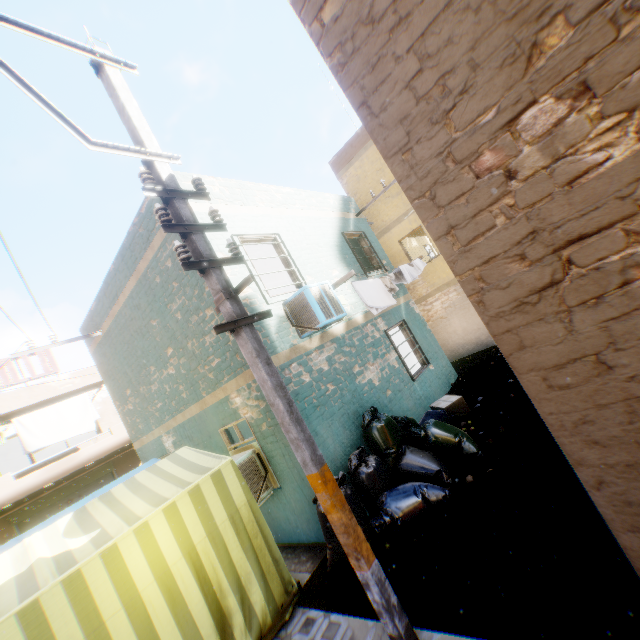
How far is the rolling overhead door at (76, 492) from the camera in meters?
11.8

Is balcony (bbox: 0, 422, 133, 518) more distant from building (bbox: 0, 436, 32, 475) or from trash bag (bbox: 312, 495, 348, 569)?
trash bag (bbox: 312, 495, 348, 569)

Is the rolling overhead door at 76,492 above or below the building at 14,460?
below

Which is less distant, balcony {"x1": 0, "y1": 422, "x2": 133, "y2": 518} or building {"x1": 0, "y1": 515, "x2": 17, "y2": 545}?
balcony {"x1": 0, "y1": 422, "x2": 133, "y2": 518}

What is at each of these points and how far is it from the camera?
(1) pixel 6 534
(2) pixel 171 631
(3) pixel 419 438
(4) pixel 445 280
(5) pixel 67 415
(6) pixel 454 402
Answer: (1) building, 11.4m
(2) tent, 3.4m
(3) trash bag, 5.7m
(4) building, 12.3m
(5) dryer, 12.3m
(6) cardboard box, 7.3m

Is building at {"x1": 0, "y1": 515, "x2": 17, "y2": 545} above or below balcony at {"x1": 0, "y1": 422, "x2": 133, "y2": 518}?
below

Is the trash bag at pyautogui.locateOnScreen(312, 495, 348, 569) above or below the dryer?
below

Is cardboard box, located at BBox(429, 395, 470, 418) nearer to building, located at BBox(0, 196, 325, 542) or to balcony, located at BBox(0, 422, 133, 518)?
building, located at BBox(0, 196, 325, 542)
